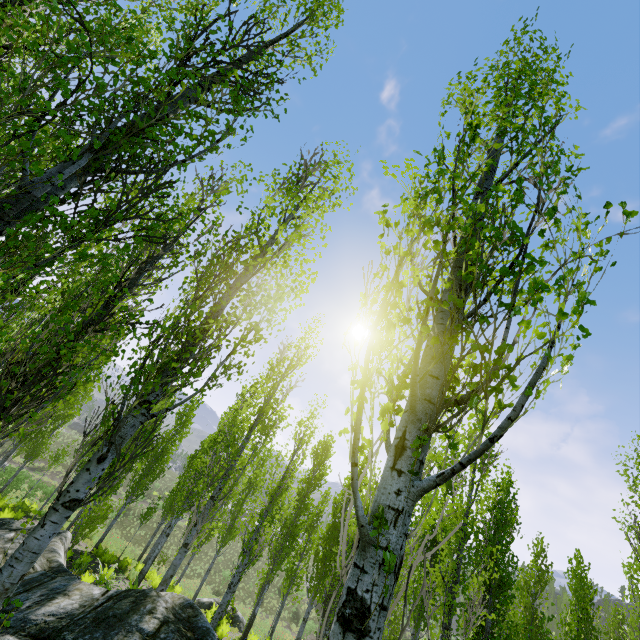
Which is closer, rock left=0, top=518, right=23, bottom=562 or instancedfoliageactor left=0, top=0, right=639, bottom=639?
instancedfoliageactor left=0, top=0, right=639, bottom=639

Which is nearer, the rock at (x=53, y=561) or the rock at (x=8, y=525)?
the rock at (x=53, y=561)

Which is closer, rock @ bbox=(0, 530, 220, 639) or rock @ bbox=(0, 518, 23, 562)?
rock @ bbox=(0, 530, 220, 639)

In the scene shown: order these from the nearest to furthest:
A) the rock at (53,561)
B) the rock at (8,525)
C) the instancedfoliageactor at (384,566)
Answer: the instancedfoliageactor at (384,566)
the rock at (53,561)
the rock at (8,525)

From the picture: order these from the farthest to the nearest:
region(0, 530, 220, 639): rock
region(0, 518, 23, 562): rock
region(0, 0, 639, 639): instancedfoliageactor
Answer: region(0, 518, 23, 562): rock
region(0, 530, 220, 639): rock
region(0, 0, 639, 639): instancedfoliageactor

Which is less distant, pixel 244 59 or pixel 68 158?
pixel 68 158

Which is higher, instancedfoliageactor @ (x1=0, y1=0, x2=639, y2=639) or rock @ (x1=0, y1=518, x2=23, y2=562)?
instancedfoliageactor @ (x1=0, y1=0, x2=639, y2=639)
